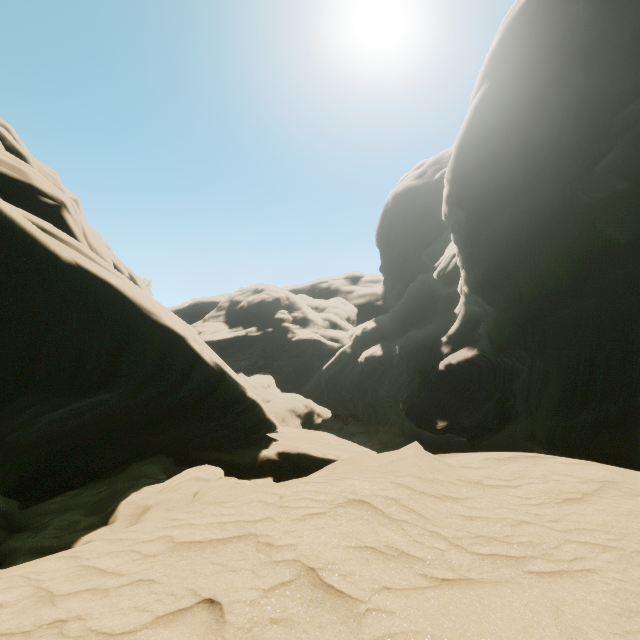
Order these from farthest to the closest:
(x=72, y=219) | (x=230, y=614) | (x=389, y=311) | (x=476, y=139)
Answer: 1. (x=389, y=311)
2. (x=476, y=139)
3. (x=72, y=219)
4. (x=230, y=614)
